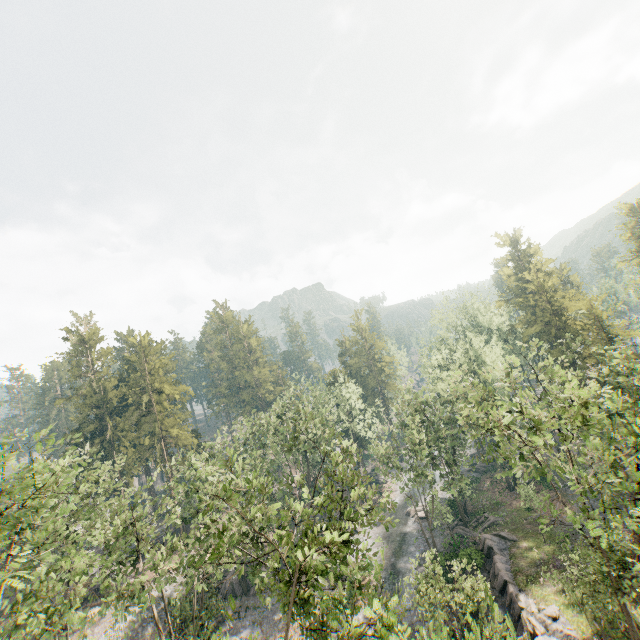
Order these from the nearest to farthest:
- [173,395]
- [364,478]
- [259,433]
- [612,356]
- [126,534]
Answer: [364,478] < [126,534] < [612,356] < [259,433] < [173,395]

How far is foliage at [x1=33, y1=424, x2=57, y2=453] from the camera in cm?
1931

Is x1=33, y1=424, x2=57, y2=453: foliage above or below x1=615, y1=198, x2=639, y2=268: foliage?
below

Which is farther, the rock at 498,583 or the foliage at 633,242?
the foliage at 633,242

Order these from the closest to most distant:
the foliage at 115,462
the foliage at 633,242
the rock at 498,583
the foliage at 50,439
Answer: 1. the foliage at 115,462
2. the foliage at 50,439
3. the rock at 498,583
4. the foliage at 633,242

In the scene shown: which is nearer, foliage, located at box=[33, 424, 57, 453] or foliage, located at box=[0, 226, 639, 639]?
foliage, located at box=[0, 226, 639, 639]

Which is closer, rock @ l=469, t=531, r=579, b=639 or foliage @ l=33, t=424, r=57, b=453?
foliage @ l=33, t=424, r=57, b=453

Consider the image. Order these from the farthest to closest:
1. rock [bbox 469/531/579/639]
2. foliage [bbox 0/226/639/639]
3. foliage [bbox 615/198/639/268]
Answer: foliage [bbox 615/198/639/268], rock [bbox 469/531/579/639], foliage [bbox 0/226/639/639]
